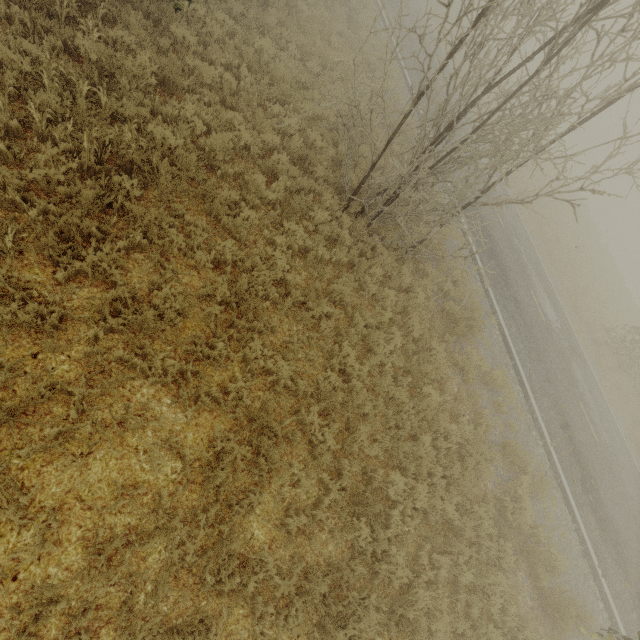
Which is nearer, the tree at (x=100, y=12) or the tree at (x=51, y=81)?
the tree at (x=51, y=81)

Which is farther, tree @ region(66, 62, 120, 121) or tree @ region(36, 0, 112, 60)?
tree @ region(36, 0, 112, 60)

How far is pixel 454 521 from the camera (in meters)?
6.79

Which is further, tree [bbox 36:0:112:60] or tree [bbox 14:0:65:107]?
tree [bbox 36:0:112:60]

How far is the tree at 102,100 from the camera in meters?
5.5 m

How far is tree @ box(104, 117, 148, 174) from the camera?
5.5 meters
